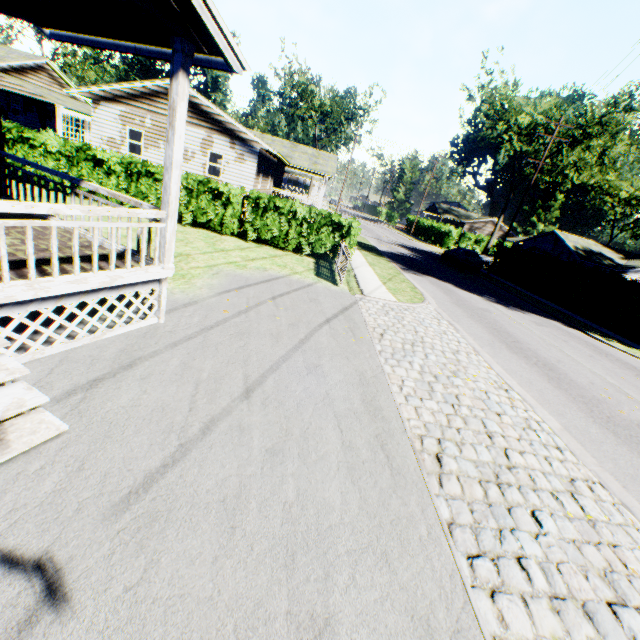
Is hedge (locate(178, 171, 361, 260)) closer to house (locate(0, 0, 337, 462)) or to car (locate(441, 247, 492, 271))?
house (locate(0, 0, 337, 462))

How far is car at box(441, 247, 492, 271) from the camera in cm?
2694

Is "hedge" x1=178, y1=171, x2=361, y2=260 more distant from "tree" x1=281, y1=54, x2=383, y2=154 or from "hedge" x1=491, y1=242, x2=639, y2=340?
"tree" x1=281, y1=54, x2=383, y2=154

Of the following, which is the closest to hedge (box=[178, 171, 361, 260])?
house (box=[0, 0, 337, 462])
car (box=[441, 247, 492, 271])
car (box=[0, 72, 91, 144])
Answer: house (box=[0, 0, 337, 462])

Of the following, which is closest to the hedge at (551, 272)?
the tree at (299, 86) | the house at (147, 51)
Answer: the house at (147, 51)

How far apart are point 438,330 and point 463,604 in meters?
7.9 m

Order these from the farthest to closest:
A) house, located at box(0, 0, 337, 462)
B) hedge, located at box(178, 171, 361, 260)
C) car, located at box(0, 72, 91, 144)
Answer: car, located at box(0, 72, 91, 144) → hedge, located at box(178, 171, 361, 260) → house, located at box(0, 0, 337, 462)

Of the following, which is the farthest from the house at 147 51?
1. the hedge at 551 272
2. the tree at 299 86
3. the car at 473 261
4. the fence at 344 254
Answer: the tree at 299 86
